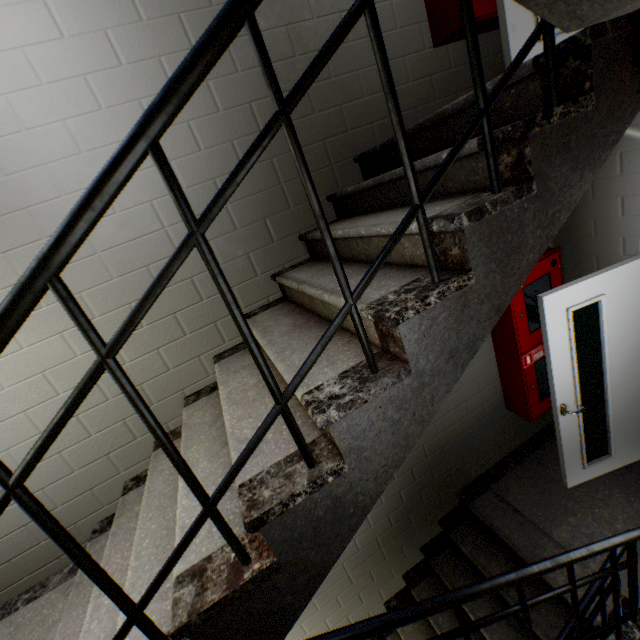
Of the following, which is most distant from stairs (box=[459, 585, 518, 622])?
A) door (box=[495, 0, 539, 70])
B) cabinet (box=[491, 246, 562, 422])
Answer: cabinet (box=[491, 246, 562, 422])

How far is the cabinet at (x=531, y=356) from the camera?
2.8 meters

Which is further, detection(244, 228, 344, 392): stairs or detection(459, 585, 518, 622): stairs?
detection(459, 585, 518, 622): stairs

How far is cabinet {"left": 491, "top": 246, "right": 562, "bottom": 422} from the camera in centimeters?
285cm

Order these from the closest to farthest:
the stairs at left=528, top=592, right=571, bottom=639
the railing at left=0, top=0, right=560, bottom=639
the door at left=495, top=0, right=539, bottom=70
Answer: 1. the railing at left=0, top=0, right=560, bottom=639
2. the door at left=495, top=0, right=539, bottom=70
3. the stairs at left=528, top=592, right=571, bottom=639

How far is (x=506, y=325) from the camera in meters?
3.0

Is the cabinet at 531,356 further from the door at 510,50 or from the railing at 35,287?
the railing at 35,287

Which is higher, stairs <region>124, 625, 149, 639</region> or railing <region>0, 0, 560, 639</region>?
railing <region>0, 0, 560, 639</region>
